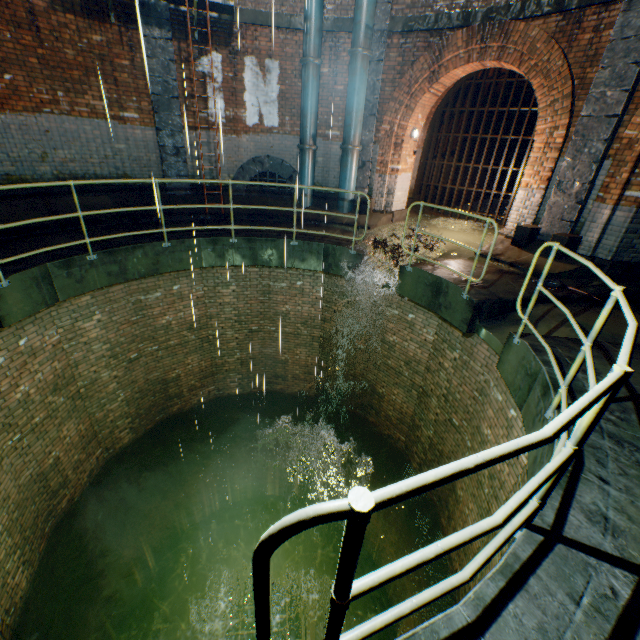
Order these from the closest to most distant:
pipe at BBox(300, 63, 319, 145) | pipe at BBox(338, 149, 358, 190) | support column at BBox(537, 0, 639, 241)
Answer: support column at BBox(537, 0, 639, 241)
pipe at BBox(300, 63, 319, 145)
pipe at BBox(338, 149, 358, 190)

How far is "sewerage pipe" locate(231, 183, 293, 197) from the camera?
10.0m

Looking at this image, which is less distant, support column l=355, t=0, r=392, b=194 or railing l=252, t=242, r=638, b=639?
railing l=252, t=242, r=638, b=639

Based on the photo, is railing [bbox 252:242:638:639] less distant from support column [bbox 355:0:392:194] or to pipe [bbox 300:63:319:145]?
support column [bbox 355:0:392:194]

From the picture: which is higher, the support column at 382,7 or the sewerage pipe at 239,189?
the support column at 382,7

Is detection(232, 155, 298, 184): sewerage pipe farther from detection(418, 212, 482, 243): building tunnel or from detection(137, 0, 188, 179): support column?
detection(418, 212, 482, 243): building tunnel

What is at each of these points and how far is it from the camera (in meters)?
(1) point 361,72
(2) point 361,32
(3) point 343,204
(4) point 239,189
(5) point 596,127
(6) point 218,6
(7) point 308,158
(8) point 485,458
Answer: (1) pipe, 8.26
(2) pipe, 7.87
(3) pipe, 9.79
(4) sewerage pipe, 10.07
(5) support column, 6.17
(6) ladder, 7.61
(7) pipe, 9.45
(8) railing, 0.97

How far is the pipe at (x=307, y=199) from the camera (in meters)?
9.88
